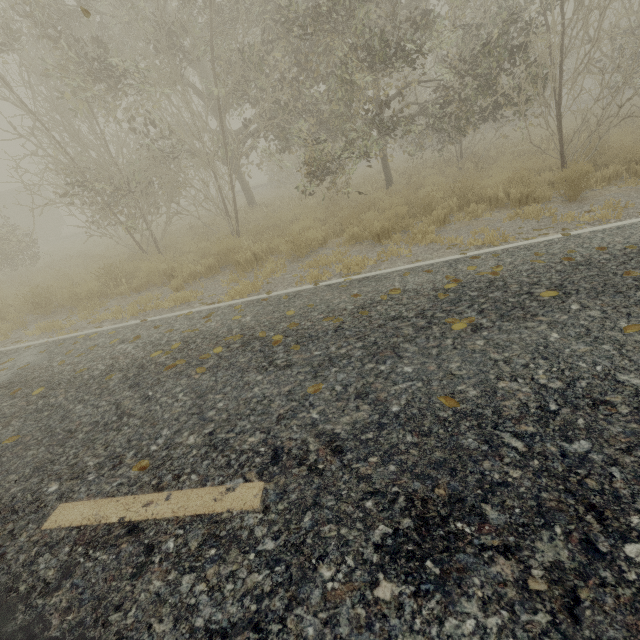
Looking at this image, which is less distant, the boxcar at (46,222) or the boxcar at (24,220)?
the boxcar at (24,220)

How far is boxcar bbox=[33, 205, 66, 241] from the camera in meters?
28.8 m

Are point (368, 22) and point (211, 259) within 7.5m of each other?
no

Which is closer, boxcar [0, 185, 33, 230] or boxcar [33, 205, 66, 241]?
boxcar [0, 185, 33, 230]

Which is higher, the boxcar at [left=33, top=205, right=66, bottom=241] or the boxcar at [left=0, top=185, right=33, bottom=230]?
the boxcar at [left=0, top=185, right=33, bottom=230]

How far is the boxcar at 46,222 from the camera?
28.8m
